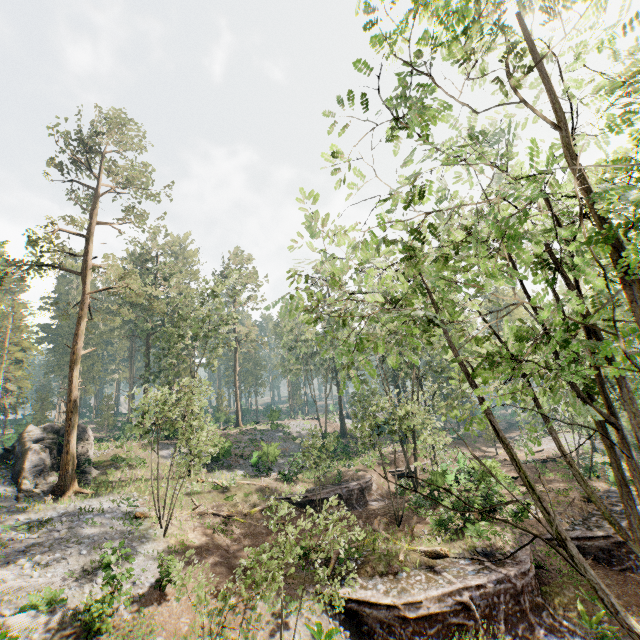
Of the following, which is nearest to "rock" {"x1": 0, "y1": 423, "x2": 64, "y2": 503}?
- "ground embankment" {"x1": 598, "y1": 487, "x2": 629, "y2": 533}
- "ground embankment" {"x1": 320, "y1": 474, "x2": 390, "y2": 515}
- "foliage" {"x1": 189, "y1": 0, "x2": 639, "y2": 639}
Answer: "foliage" {"x1": 189, "y1": 0, "x2": 639, "y2": 639}

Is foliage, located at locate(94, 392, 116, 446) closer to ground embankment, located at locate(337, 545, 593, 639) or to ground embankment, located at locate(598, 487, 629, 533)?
ground embankment, located at locate(598, 487, 629, 533)

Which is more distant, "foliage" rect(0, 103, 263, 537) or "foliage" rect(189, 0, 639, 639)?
"foliage" rect(0, 103, 263, 537)

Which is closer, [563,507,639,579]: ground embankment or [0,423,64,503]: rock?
[563,507,639,579]: ground embankment

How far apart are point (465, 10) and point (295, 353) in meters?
50.3

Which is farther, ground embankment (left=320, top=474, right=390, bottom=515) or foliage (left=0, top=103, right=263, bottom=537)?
ground embankment (left=320, top=474, right=390, bottom=515)

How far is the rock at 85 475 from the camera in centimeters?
2570cm

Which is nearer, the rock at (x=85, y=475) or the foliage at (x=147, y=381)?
the foliage at (x=147, y=381)
